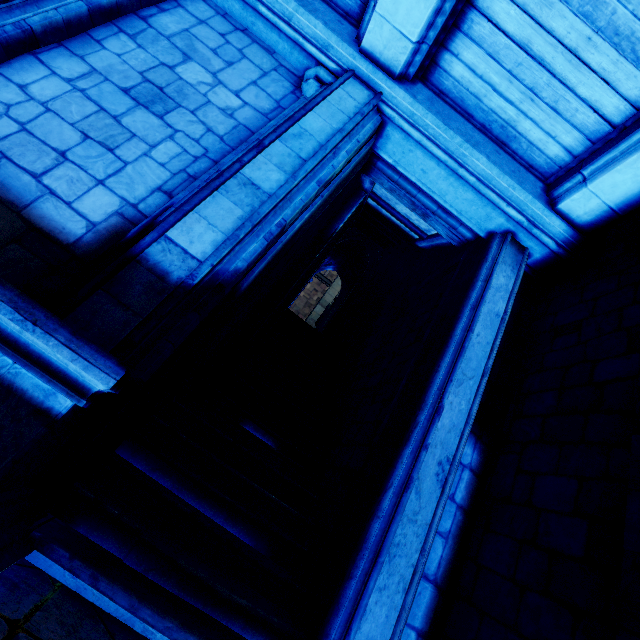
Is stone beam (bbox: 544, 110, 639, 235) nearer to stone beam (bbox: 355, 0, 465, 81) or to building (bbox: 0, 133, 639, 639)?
building (bbox: 0, 133, 639, 639)

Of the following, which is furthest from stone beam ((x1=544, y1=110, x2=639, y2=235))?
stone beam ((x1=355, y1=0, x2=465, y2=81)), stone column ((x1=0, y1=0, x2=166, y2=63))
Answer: stone beam ((x1=355, y1=0, x2=465, y2=81))

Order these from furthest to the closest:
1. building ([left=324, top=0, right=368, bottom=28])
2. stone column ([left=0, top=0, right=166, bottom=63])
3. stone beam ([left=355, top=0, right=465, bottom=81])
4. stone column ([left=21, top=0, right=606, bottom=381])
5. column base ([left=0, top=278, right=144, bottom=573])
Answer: building ([left=324, top=0, right=368, bottom=28]) < stone beam ([left=355, top=0, right=465, bottom=81]) < stone column ([left=0, top=0, right=166, bottom=63]) < stone column ([left=21, top=0, right=606, bottom=381]) < column base ([left=0, top=278, right=144, bottom=573])

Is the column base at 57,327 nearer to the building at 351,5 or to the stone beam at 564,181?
the building at 351,5

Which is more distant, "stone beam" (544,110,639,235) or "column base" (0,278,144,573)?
"stone beam" (544,110,639,235)

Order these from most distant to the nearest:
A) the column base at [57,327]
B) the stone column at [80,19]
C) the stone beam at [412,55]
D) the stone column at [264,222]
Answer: the stone beam at [412,55] → the stone column at [80,19] → the stone column at [264,222] → the column base at [57,327]

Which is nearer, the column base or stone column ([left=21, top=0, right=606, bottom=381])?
the column base

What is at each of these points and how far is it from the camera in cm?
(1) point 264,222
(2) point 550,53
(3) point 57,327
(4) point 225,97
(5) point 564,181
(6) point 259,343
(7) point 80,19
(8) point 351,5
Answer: (1) stone column, 313
(2) building, 362
(3) column base, 192
(4) building, 387
(5) stone beam, 420
(6) building, 768
(7) stone column, 342
(8) building, 423
